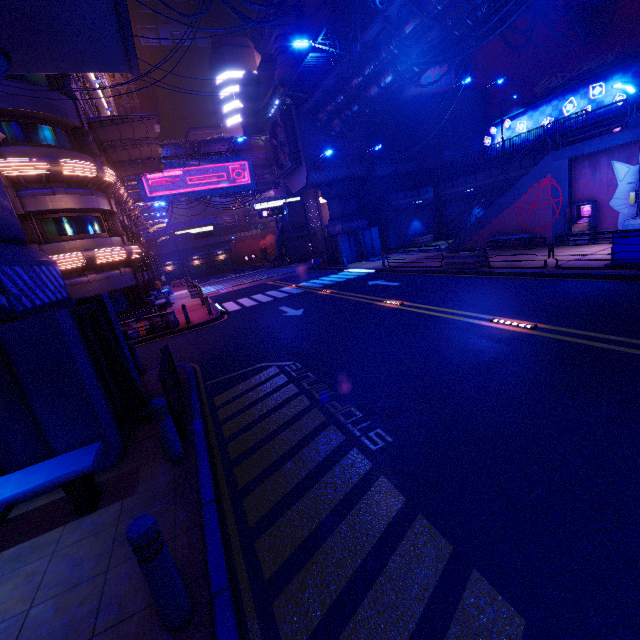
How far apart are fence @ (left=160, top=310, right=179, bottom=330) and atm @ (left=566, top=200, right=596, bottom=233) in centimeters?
1998cm

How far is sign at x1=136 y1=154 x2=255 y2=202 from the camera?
38.62m

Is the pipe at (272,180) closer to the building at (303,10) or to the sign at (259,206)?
the sign at (259,206)

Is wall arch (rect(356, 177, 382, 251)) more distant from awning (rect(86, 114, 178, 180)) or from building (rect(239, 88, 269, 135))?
awning (rect(86, 114, 178, 180))

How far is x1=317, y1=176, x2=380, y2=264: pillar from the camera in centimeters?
2819cm

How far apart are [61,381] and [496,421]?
6.66m

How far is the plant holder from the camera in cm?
1494

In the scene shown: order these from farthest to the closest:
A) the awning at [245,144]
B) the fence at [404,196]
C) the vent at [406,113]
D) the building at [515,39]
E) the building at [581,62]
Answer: the awning at [245,144] → the fence at [404,196] → the vent at [406,113] → the building at [515,39] → the building at [581,62]
